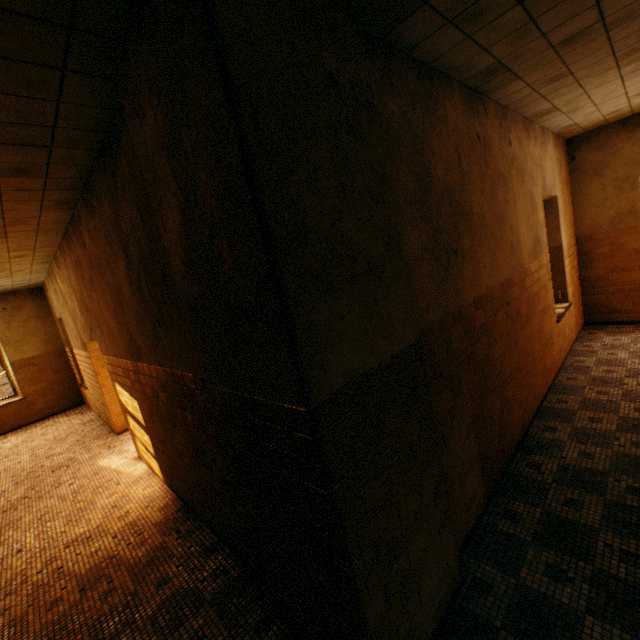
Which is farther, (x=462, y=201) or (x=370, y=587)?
(x=462, y=201)
